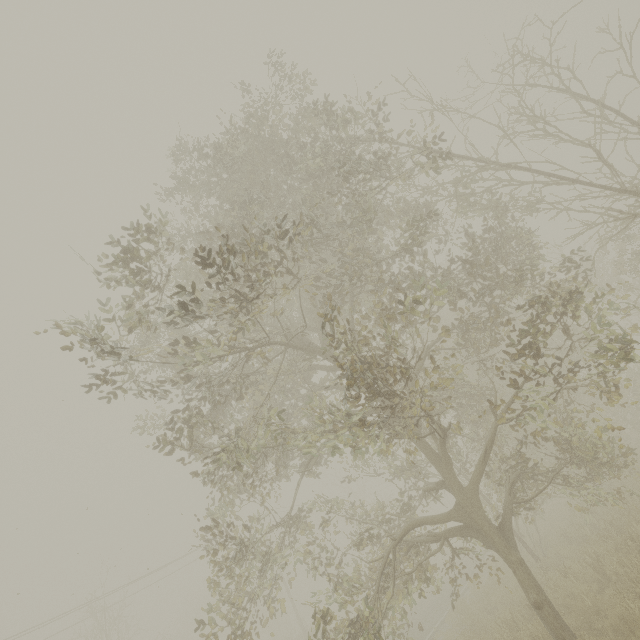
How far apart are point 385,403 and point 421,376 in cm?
216
